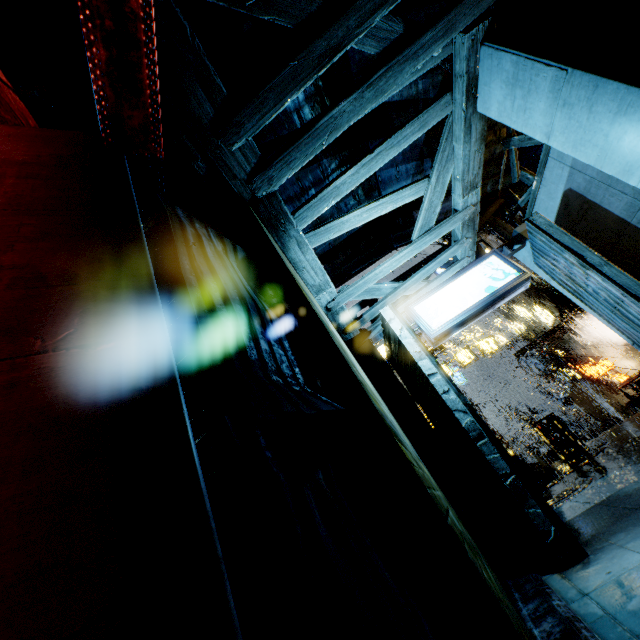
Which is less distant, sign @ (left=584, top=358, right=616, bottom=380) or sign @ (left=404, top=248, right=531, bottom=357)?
sign @ (left=404, top=248, right=531, bottom=357)

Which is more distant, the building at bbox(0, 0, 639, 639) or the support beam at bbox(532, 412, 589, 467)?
the support beam at bbox(532, 412, 589, 467)

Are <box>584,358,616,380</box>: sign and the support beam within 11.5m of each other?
yes

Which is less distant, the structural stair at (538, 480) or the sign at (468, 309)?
the sign at (468, 309)

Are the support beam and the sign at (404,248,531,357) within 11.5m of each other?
no

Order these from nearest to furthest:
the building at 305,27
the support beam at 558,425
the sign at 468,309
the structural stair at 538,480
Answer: the building at 305,27, the sign at 468,309, the structural stair at 538,480, the support beam at 558,425

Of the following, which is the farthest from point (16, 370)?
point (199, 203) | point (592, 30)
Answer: point (199, 203)

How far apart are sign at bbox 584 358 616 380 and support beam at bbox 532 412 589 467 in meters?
10.4
